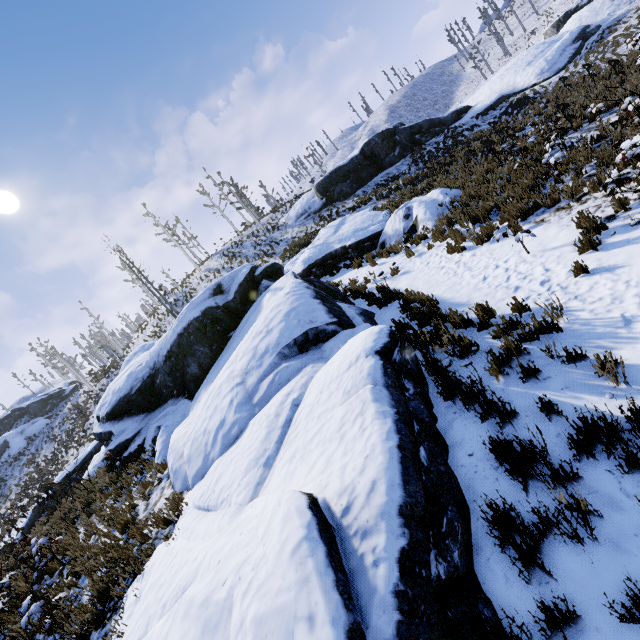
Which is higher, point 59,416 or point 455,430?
point 59,416

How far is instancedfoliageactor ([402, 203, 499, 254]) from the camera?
8.5 meters

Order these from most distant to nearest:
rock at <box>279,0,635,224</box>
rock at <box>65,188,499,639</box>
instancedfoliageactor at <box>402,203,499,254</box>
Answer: rock at <box>279,0,635,224</box> < instancedfoliageactor at <box>402,203,499,254</box> < rock at <box>65,188,499,639</box>

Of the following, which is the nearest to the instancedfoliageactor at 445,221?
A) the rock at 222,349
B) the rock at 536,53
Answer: the rock at 222,349

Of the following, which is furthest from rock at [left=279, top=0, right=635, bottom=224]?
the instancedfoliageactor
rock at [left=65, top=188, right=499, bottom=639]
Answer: the instancedfoliageactor

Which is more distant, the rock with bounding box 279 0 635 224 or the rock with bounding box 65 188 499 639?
the rock with bounding box 279 0 635 224

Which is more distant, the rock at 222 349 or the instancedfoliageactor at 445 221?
the instancedfoliageactor at 445 221

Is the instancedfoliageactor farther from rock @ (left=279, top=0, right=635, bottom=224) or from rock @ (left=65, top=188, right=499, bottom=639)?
rock @ (left=279, top=0, right=635, bottom=224)
